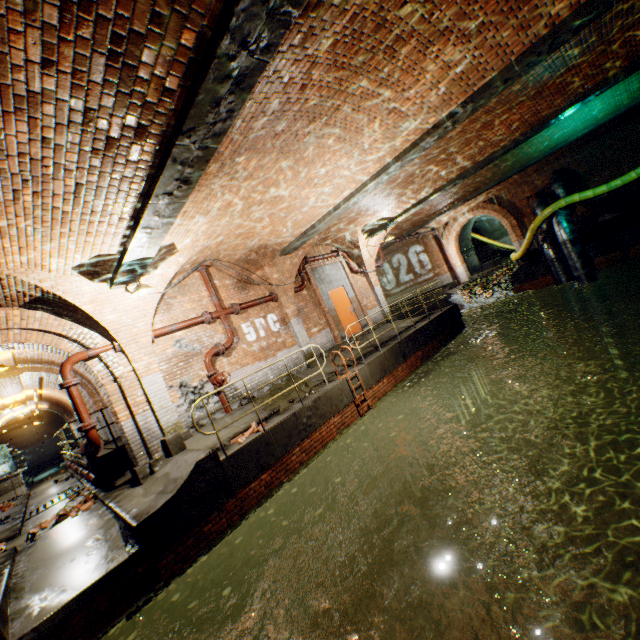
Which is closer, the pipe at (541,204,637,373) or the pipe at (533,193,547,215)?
the pipe at (541,204,637,373)

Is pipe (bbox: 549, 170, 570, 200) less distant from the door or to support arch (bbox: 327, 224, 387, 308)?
support arch (bbox: 327, 224, 387, 308)

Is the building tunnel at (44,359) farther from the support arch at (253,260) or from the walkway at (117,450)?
the support arch at (253,260)

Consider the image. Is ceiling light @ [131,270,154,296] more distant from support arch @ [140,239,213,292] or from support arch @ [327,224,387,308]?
support arch @ [327,224,387,308]

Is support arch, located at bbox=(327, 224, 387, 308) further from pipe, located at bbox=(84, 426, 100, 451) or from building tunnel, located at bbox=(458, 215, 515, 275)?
pipe, located at bbox=(84, 426, 100, 451)

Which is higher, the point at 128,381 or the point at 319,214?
the point at 319,214

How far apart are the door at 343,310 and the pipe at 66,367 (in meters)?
7.72

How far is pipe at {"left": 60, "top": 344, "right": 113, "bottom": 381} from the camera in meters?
6.9 m
